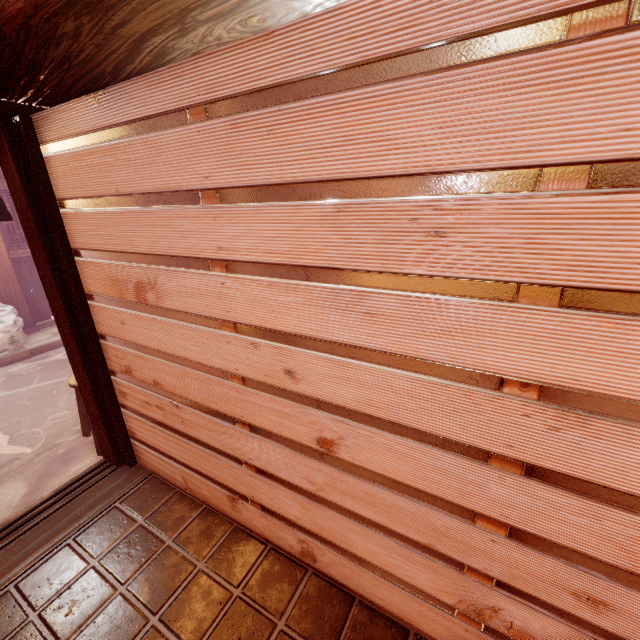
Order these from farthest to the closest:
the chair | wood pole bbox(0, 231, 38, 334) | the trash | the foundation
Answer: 1. the foundation
2. wood pole bbox(0, 231, 38, 334)
3. the trash
4. the chair

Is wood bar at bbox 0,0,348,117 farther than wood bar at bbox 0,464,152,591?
No

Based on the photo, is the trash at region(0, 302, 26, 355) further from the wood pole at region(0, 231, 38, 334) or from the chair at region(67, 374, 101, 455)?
the chair at region(67, 374, 101, 455)

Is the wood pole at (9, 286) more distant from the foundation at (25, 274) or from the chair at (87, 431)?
the chair at (87, 431)

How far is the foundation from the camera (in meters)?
11.47

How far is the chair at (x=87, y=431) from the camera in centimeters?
559cm

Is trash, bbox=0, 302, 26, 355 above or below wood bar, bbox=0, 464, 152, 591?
above

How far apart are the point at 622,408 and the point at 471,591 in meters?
2.1
